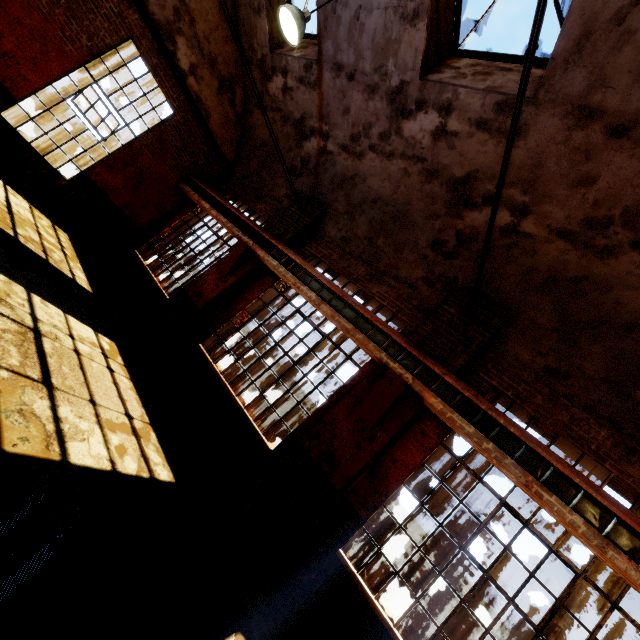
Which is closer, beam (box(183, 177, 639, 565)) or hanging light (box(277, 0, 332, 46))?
beam (box(183, 177, 639, 565))

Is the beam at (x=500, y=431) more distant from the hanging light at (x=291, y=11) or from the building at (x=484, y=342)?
the hanging light at (x=291, y=11)

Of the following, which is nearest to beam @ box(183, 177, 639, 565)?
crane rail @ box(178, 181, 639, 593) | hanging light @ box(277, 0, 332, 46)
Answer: crane rail @ box(178, 181, 639, 593)

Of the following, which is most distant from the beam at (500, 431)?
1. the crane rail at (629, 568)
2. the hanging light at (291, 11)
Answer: the hanging light at (291, 11)

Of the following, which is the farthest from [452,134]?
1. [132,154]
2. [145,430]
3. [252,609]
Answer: [132,154]

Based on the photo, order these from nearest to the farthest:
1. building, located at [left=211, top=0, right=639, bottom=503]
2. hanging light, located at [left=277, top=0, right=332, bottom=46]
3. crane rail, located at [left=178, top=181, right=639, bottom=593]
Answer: crane rail, located at [left=178, top=181, right=639, bottom=593] → building, located at [left=211, top=0, right=639, bottom=503] → hanging light, located at [left=277, top=0, right=332, bottom=46]

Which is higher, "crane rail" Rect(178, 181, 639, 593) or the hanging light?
the hanging light

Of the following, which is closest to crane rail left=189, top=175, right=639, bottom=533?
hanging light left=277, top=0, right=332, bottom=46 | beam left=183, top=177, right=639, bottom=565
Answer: beam left=183, top=177, right=639, bottom=565
